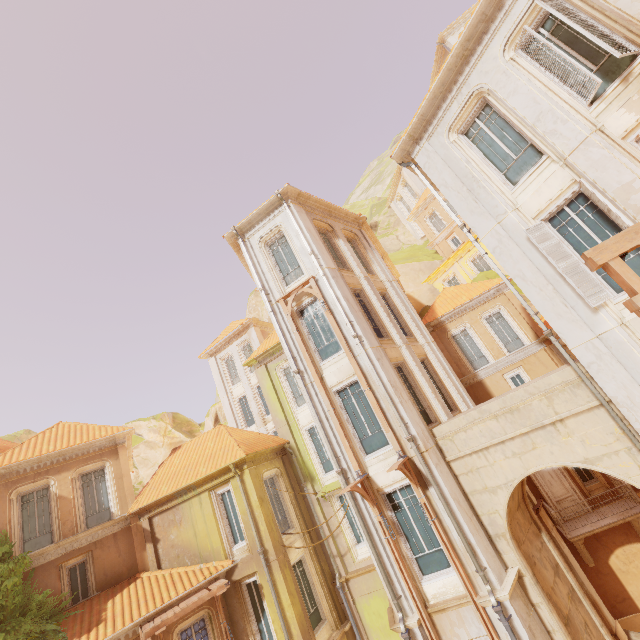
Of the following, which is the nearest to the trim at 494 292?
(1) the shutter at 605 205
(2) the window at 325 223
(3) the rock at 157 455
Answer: (2) the window at 325 223

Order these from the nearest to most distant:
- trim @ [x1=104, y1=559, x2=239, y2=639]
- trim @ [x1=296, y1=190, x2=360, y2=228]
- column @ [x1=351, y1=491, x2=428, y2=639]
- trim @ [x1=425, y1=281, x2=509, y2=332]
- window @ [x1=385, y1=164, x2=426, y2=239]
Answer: column @ [x1=351, y1=491, x2=428, y2=639] < trim @ [x1=104, y1=559, x2=239, y2=639] < trim @ [x1=296, y1=190, x2=360, y2=228] < trim @ [x1=425, y1=281, x2=509, y2=332] < window @ [x1=385, y1=164, x2=426, y2=239]

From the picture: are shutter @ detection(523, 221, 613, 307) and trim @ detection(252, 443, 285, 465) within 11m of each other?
no

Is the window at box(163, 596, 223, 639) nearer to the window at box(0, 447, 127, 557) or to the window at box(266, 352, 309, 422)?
the window at box(0, 447, 127, 557)

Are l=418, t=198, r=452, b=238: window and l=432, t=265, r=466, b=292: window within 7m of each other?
yes

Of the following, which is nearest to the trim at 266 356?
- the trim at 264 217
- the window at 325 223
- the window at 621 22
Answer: the window at 325 223

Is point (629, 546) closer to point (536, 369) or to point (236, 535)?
point (536, 369)

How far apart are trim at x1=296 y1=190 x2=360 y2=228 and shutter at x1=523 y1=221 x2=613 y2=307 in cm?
969
